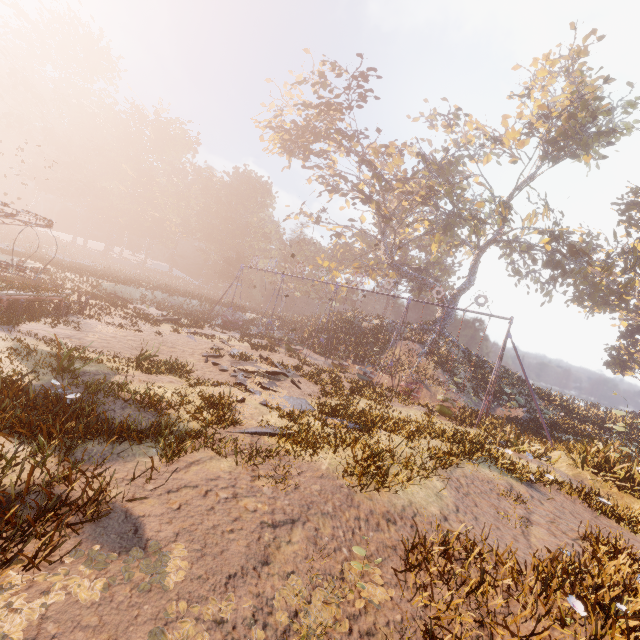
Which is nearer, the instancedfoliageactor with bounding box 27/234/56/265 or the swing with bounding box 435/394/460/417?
the swing with bounding box 435/394/460/417

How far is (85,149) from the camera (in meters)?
56.84

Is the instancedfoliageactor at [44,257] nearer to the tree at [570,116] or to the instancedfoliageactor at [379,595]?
the tree at [570,116]

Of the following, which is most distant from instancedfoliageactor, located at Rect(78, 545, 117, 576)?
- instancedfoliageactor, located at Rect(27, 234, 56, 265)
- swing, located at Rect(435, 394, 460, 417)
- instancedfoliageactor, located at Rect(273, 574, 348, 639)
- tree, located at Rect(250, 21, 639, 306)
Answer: instancedfoliageactor, located at Rect(27, 234, 56, 265)

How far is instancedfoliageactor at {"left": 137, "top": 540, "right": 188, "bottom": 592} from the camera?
3.5 meters

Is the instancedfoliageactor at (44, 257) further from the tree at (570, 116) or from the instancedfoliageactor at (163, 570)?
the instancedfoliageactor at (163, 570)

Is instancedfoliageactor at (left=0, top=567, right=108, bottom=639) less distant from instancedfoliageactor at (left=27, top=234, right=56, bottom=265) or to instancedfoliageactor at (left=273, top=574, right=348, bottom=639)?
instancedfoliageactor at (left=273, top=574, right=348, bottom=639)

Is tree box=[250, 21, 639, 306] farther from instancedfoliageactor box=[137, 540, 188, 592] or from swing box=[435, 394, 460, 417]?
instancedfoliageactor box=[137, 540, 188, 592]
